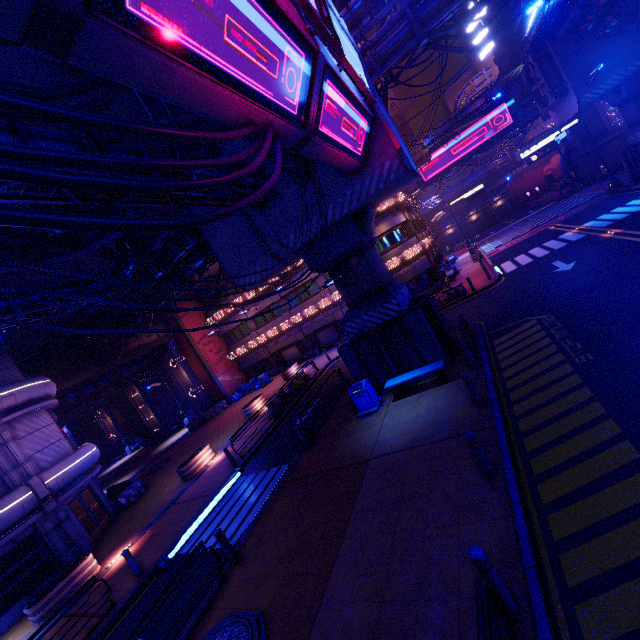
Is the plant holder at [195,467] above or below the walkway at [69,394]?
below

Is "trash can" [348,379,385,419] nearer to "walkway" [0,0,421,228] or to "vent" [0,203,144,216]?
"walkway" [0,0,421,228]

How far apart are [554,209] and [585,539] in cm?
4287

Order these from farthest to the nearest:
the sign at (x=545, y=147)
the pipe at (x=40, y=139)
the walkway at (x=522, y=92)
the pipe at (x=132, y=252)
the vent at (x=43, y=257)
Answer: the walkway at (x=522, y=92)
the sign at (x=545, y=147)
the pipe at (x=132, y=252)
the vent at (x=43, y=257)
the pipe at (x=40, y=139)

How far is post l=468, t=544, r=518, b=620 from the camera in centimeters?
438cm

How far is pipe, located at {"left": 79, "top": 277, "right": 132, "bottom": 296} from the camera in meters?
13.7

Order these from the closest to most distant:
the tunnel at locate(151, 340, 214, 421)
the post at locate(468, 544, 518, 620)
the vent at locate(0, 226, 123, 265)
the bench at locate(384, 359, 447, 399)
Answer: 1. the post at locate(468, 544, 518, 620)
2. the vent at locate(0, 226, 123, 265)
3. the bench at locate(384, 359, 447, 399)
4. the tunnel at locate(151, 340, 214, 421)

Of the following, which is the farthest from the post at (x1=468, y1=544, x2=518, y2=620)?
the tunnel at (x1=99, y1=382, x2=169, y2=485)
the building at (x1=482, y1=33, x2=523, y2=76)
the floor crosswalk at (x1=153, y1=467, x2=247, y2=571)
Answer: the building at (x1=482, y1=33, x2=523, y2=76)
